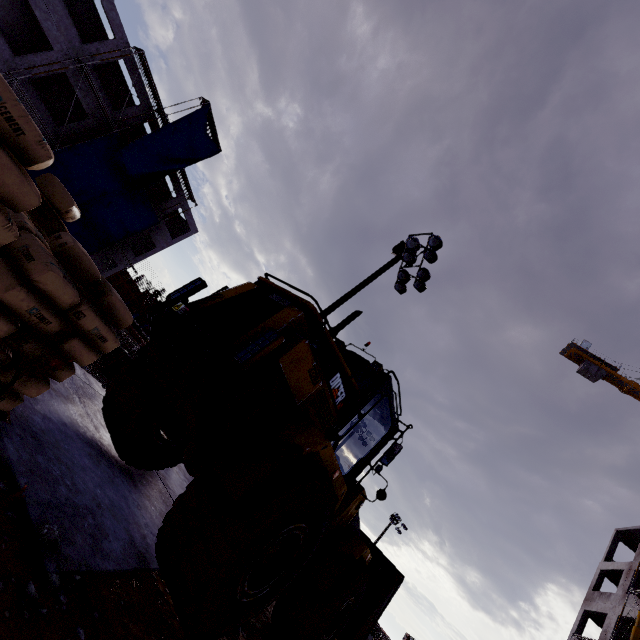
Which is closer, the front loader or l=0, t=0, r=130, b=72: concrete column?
the front loader

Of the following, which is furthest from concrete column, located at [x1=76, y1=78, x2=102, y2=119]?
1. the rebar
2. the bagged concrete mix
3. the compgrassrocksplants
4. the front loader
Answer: the compgrassrocksplants

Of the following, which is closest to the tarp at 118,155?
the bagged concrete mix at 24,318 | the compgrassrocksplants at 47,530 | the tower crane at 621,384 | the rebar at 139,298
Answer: the rebar at 139,298

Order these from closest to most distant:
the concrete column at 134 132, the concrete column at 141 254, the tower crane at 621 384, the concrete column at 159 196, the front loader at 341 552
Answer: the front loader at 341 552 < the concrete column at 134 132 < the concrete column at 159 196 < the concrete column at 141 254 < the tower crane at 621 384

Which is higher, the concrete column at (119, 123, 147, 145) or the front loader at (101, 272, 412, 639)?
the concrete column at (119, 123, 147, 145)

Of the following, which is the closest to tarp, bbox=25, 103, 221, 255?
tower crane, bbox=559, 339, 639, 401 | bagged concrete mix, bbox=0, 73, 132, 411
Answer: bagged concrete mix, bbox=0, 73, 132, 411

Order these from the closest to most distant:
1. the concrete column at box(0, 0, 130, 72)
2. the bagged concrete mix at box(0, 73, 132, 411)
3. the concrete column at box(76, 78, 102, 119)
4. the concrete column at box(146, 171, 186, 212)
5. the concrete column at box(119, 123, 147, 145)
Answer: the bagged concrete mix at box(0, 73, 132, 411) < the concrete column at box(0, 0, 130, 72) < the concrete column at box(76, 78, 102, 119) < the concrete column at box(119, 123, 147, 145) < the concrete column at box(146, 171, 186, 212)

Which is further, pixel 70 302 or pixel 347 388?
pixel 347 388
